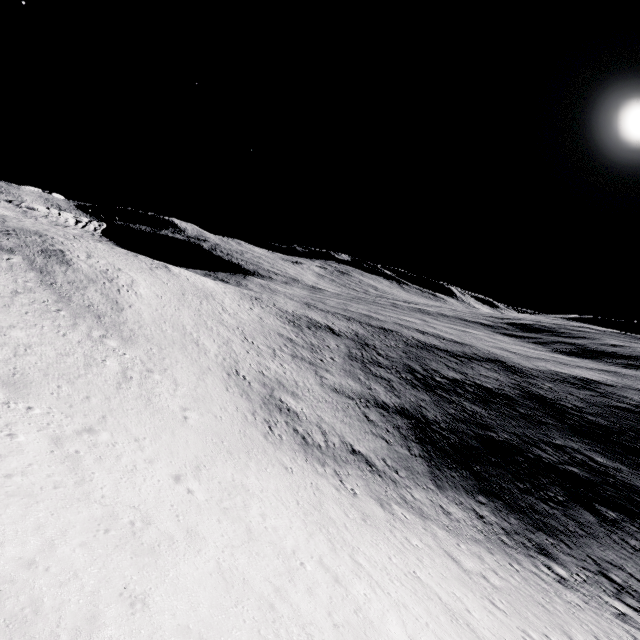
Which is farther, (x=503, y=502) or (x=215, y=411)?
(x=503, y=502)
